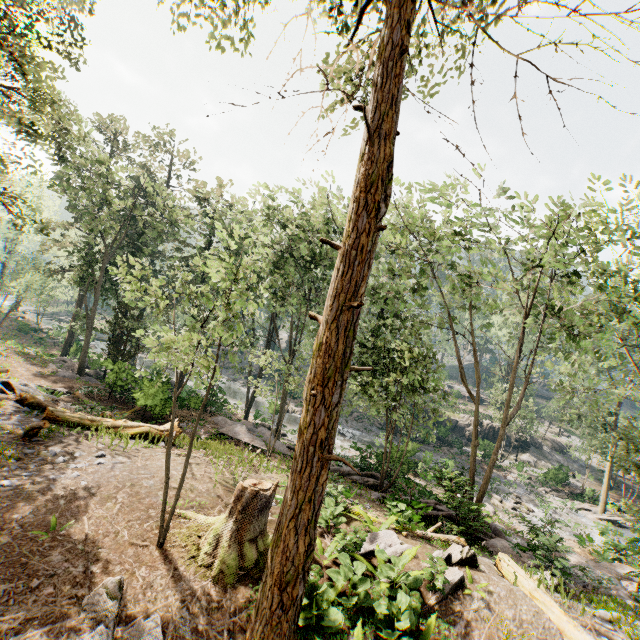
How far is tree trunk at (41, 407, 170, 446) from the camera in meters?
12.4

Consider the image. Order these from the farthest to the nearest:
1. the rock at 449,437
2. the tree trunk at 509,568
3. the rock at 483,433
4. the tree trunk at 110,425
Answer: the rock at 449,437
the rock at 483,433
the tree trunk at 110,425
the tree trunk at 509,568

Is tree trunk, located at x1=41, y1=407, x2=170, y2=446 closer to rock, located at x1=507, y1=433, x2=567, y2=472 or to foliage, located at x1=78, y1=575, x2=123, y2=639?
foliage, located at x1=78, y1=575, x2=123, y2=639

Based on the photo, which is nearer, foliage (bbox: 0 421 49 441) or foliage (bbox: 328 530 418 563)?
foliage (bbox: 328 530 418 563)

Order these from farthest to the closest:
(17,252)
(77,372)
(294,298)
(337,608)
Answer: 1. (17,252)
2. (77,372)
3. (294,298)
4. (337,608)

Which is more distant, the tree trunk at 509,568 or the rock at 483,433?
the rock at 483,433

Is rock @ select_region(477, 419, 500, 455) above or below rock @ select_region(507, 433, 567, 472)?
above

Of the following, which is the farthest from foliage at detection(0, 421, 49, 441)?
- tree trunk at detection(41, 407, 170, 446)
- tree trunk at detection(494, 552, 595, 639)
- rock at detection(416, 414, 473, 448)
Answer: tree trunk at detection(41, 407, 170, 446)
